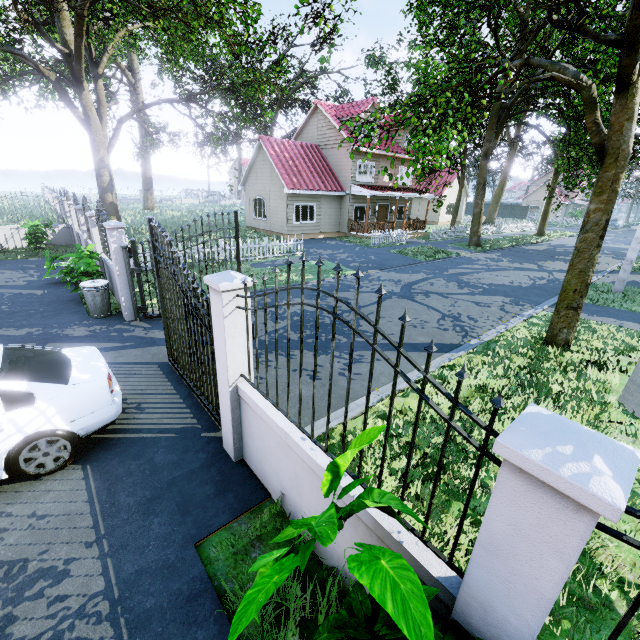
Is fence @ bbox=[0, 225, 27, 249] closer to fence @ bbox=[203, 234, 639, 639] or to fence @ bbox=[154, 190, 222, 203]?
fence @ bbox=[203, 234, 639, 639]

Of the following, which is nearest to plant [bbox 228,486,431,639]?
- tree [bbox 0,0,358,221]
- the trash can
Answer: tree [bbox 0,0,358,221]

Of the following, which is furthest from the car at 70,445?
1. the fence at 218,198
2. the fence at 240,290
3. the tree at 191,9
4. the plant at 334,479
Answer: the fence at 218,198

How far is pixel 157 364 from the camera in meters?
6.7 m

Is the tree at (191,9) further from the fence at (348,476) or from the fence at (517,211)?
the fence at (348,476)

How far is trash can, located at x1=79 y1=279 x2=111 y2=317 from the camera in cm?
847

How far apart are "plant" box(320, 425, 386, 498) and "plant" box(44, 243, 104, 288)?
9.9m

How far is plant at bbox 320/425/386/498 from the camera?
1.9m
